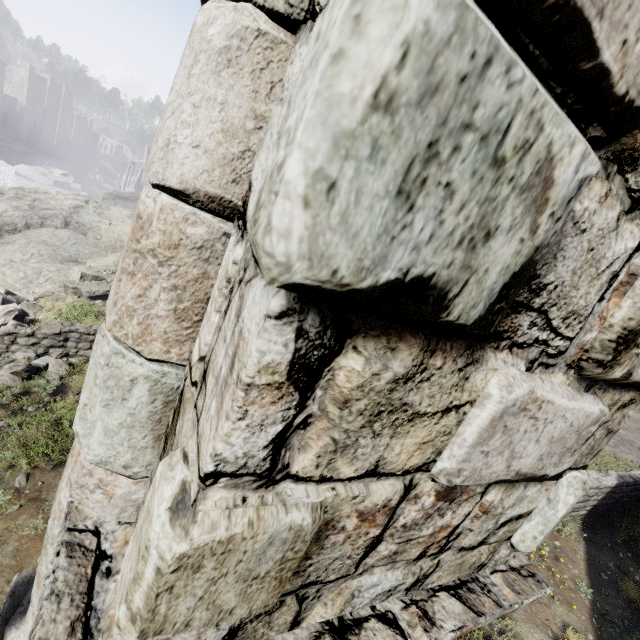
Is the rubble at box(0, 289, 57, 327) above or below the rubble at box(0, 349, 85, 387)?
below

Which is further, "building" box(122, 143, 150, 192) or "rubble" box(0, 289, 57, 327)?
"building" box(122, 143, 150, 192)

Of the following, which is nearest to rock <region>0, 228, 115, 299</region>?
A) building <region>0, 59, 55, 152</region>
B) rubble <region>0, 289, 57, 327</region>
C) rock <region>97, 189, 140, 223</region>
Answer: rubble <region>0, 289, 57, 327</region>

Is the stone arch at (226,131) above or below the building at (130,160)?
above

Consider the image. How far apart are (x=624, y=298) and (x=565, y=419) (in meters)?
0.56

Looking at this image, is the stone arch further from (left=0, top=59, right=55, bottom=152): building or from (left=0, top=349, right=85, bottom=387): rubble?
(left=0, top=59, right=55, bottom=152): building

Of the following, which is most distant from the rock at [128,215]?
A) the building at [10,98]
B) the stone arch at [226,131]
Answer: the stone arch at [226,131]

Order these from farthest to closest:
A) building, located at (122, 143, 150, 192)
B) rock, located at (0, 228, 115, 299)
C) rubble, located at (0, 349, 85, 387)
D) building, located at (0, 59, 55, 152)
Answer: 1. building, located at (0, 59, 55, 152)
2. building, located at (122, 143, 150, 192)
3. rock, located at (0, 228, 115, 299)
4. rubble, located at (0, 349, 85, 387)
